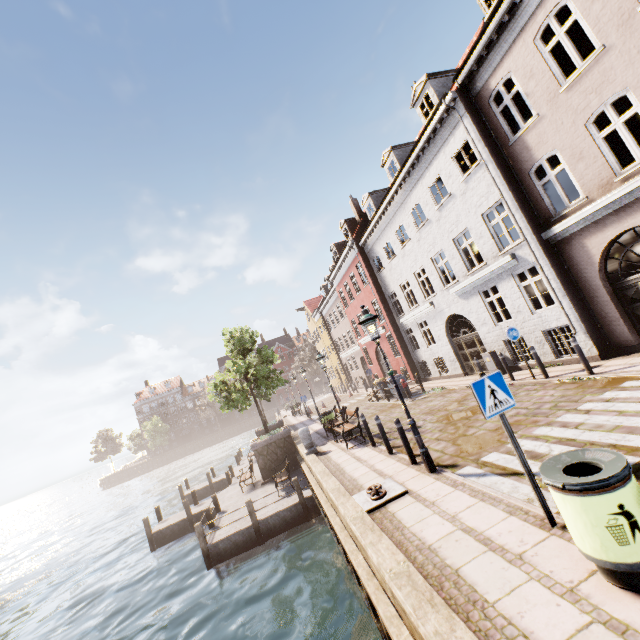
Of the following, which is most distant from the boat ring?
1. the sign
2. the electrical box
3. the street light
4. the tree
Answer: the tree

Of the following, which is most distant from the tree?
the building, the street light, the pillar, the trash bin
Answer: the trash bin

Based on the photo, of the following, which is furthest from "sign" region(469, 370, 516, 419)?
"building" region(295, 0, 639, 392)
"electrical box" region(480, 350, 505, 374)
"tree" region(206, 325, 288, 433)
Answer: "tree" region(206, 325, 288, 433)

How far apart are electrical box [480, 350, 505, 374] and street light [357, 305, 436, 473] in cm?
860

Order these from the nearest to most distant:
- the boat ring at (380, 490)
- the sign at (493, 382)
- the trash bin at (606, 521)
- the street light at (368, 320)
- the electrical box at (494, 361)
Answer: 1. the trash bin at (606, 521)
2. the sign at (493, 382)
3. the boat ring at (380, 490)
4. the street light at (368, 320)
5. the electrical box at (494, 361)

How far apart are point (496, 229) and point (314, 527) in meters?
19.2

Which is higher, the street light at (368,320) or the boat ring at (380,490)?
the street light at (368,320)

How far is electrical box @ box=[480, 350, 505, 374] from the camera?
13.8m
